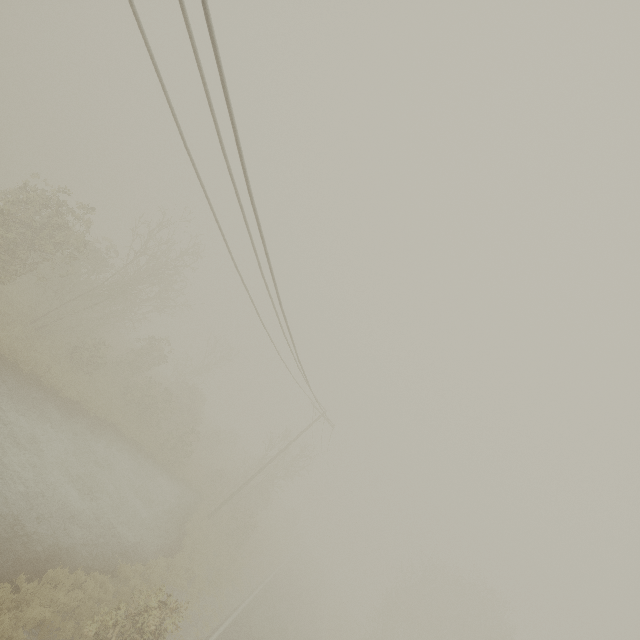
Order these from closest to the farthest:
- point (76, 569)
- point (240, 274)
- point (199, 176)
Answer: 1. point (199, 176)
2. point (240, 274)
3. point (76, 569)
